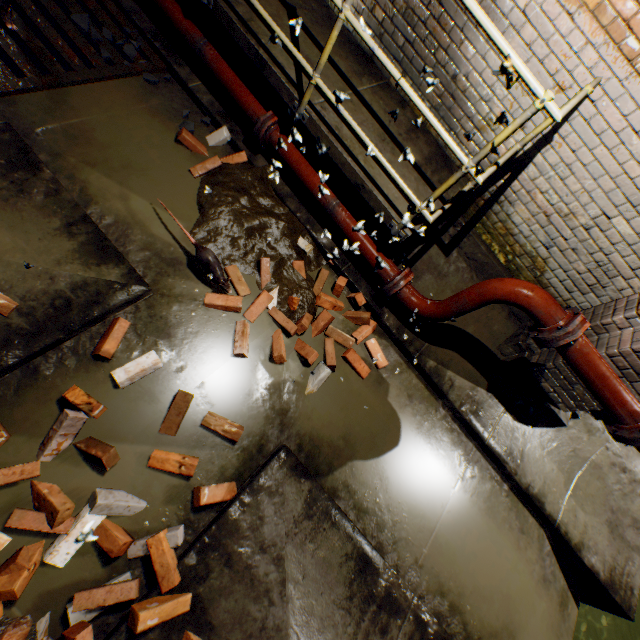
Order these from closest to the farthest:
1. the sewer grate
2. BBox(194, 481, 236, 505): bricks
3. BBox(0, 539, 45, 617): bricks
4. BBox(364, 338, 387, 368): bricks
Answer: BBox(0, 539, 45, 617): bricks, BBox(194, 481, 236, 505): bricks, the sewer grate, BBox(364, 338, 387, 368): bricks

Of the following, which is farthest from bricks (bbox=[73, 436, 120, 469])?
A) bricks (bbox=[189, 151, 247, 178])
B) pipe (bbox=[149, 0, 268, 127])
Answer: pipe (bbox=[149, 0, 268, 127])

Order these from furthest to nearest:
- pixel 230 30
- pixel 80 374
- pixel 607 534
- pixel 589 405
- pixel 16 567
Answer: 1. pixel 607 534
2. pixel 589 405
3. pixel 230 30
4. pixel 80 374
5. pixel 16 567

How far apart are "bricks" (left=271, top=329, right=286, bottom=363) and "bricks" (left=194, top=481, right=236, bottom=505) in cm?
95

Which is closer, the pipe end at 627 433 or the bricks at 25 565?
the bricks at 25 565

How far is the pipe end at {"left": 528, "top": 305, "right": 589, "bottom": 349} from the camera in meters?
2.3

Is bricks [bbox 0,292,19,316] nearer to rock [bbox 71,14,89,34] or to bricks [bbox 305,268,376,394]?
bricks [bbox 305,268,376,394]

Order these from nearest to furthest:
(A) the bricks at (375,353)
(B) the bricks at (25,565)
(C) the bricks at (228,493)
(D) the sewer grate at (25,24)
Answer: (B) the bricks at (25,565), (C) the bricks at (228,493), (D) the sewer grate at (25,24), (A) the bricks at (375,353)
